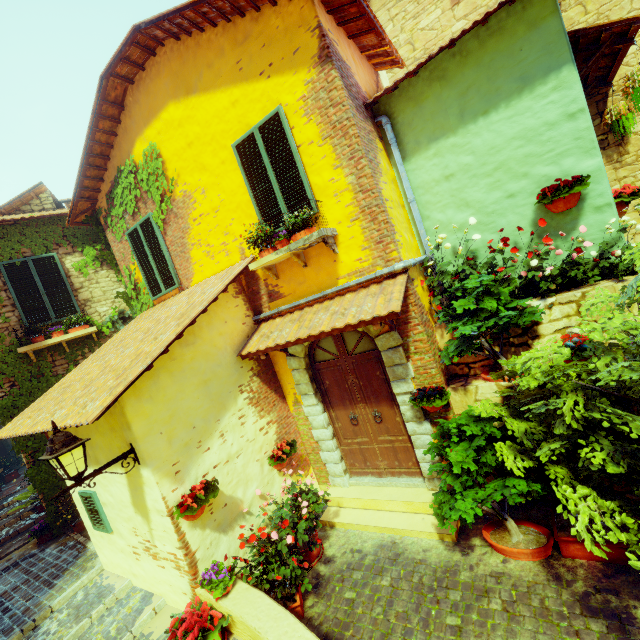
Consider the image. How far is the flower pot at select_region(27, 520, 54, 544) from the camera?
7.3 meters

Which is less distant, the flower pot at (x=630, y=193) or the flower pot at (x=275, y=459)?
the flower pot at (x=630, y=193)

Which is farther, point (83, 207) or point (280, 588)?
point (83, 207)

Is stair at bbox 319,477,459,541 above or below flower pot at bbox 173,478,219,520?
below

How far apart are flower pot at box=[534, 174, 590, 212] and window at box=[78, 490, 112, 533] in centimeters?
785cm

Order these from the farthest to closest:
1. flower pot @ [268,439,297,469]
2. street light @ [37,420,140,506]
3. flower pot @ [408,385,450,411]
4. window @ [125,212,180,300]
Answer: window @ [125,212,180,300], flower pot @ [268,439,297,469], flower pot @ [408,385,450,411], street light @ [37,420,140,506]

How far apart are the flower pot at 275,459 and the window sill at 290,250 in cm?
291

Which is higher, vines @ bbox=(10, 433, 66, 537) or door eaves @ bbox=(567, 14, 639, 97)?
door eaves @ bbox=(567, 14, 639, 97)
